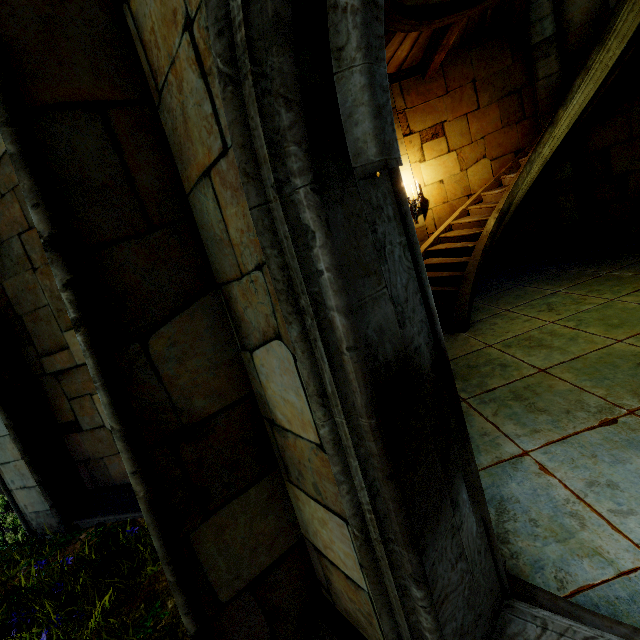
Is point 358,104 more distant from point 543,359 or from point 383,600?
A: point 543,359
